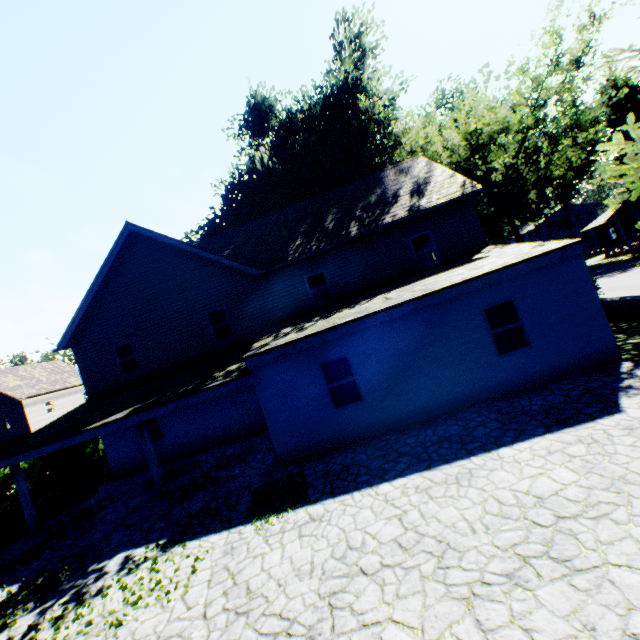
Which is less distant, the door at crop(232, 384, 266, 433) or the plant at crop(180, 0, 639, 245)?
the door at crop(232, 384, 266, 433)

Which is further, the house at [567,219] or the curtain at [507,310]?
the house at [567,219]

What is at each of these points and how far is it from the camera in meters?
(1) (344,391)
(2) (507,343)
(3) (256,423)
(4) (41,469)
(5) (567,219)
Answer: (1) curtain, 9.9
(2) curtain, 9.5
(3) door, 15.1
(4) hedge, 19.6
(5) house, 57.7

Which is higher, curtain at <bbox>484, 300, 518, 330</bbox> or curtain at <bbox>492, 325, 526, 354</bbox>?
curtain at <bbox>484, 300, 518, 330</bbox>

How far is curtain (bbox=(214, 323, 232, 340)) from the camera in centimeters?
1542cm

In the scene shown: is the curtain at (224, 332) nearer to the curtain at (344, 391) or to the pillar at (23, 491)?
the curtain at (344, 391)

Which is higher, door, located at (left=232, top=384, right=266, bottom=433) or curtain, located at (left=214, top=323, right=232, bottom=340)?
curtain, located at (left=214, top=323, right=232, bottom=340)

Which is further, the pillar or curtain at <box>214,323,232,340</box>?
curtain at <box>214,323,232,340</box>
